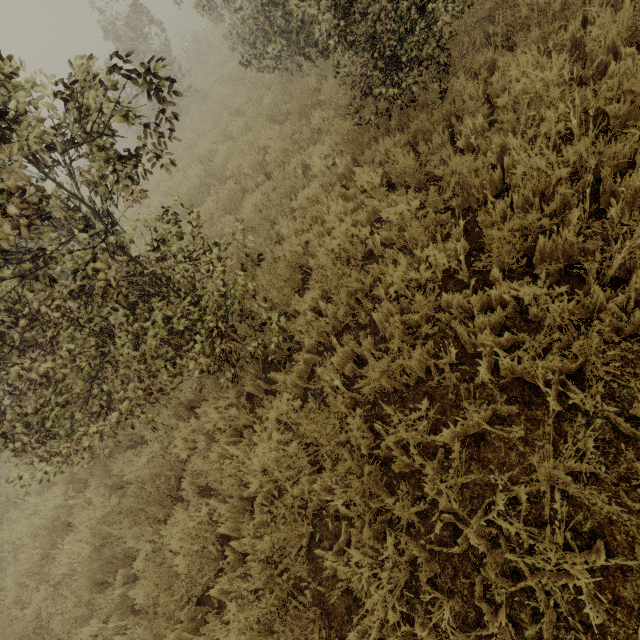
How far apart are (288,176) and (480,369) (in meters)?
5.29
